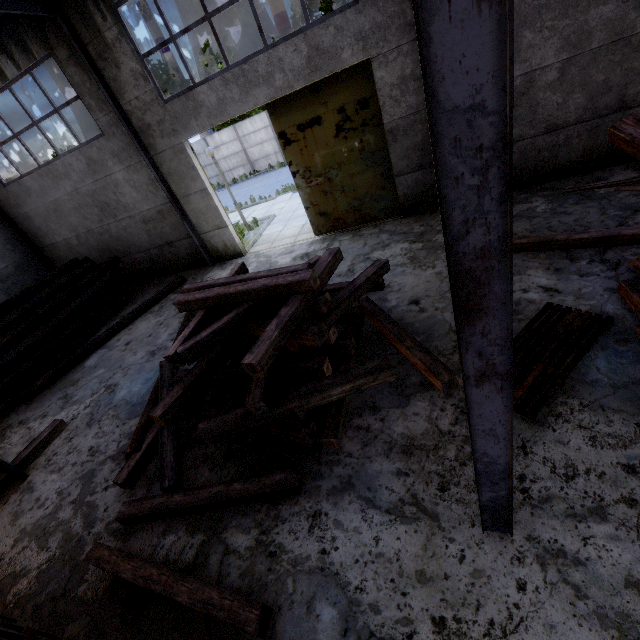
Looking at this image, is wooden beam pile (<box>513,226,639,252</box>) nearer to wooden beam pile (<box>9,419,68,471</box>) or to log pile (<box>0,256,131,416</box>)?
wooden beam pile (<box>9,419,68,471</box>)

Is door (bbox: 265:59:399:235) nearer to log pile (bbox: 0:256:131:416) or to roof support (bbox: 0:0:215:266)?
roof support (bbox: 0:0:215:266)

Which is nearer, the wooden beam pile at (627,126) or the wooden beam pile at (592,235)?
the wooden beam pile at (627,126)

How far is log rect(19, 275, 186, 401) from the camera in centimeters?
848cm

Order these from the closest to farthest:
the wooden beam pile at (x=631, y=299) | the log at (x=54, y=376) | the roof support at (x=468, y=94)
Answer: the roof support at (x=468, y=94) → the wooden beam pile at (x=631, y=299) → the log at (x=54, y=376)

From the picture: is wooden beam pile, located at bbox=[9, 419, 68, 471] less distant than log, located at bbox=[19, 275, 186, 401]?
Yes

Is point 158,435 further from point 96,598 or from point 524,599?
point 524,599

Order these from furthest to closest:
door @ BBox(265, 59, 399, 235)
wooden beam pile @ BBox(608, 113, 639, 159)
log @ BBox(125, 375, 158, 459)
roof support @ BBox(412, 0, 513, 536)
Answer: door @ BBox(265, 59, 399, 235), log @ BBox(125, 375, 158, 459), wooden beam pile @ BBox(608, 113, 639, 159), roof support @ BBox(412, 0, 513, 536)
